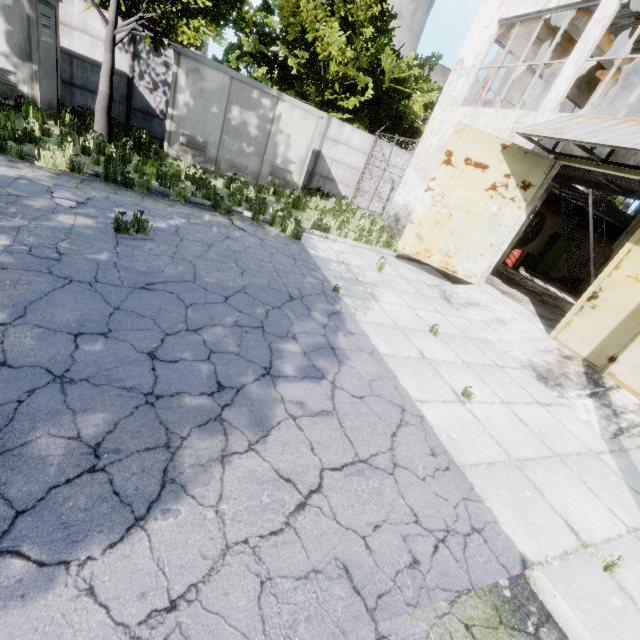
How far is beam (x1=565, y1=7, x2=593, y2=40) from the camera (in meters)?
9.80

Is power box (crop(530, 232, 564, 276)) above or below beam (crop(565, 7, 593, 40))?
below

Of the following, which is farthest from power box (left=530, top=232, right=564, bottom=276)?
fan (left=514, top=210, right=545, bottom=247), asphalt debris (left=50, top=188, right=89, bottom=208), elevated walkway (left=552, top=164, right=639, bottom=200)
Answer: asphalt debris (left=50, top=188, right=89, bottom=208)

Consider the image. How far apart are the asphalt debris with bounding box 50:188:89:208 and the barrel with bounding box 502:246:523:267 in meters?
18.7

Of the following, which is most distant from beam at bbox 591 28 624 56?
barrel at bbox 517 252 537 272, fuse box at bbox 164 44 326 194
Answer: fuse box at bbox 164 44 326 194

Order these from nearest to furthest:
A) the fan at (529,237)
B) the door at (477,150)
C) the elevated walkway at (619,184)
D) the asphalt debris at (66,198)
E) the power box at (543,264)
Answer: the asphalt debris at (66,198) → the elevated walkway at (619,184) → the door at (477,150) → the fan at (529,237) → the power box at (543,264)

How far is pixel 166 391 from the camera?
3.1m

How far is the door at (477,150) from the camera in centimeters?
887cm
